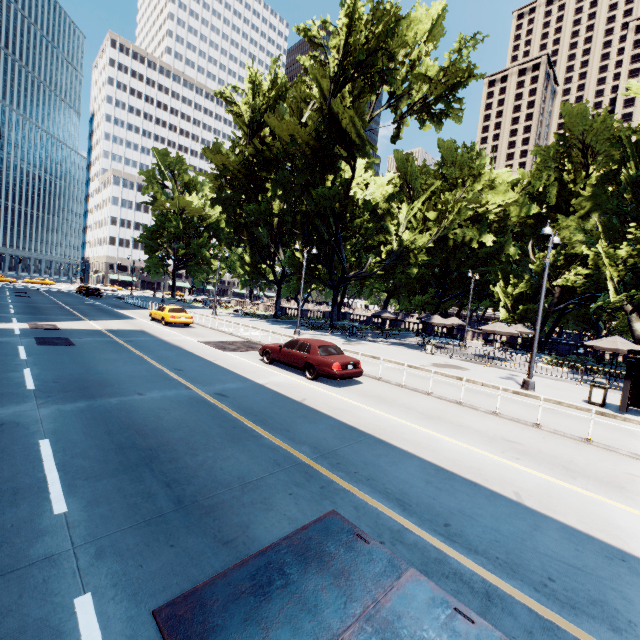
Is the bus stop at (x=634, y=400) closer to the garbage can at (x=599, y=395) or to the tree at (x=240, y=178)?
the garbage can at (x=599, y=395)

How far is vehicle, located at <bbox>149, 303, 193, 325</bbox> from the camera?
23.6m

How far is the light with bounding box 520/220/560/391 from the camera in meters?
13.5 m

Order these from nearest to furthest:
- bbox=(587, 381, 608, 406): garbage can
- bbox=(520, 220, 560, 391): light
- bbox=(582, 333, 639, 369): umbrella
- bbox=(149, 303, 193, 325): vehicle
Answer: bbox=(587, 381, 608, 406): garbage can < bbox=(520, 220, 560, 391): light < bbox=(582, 333, 639, 369): umbrella < bbox=(149, 303, 193, 325): vehicle

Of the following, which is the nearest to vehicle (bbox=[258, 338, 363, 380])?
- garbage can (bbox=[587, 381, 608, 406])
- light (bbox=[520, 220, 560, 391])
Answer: light (bbox=[520, 220, 560, 391])

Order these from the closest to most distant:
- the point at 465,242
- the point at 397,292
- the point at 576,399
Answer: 1. the point at 576,399
2. the point at 465,242
3. the point at 397,292

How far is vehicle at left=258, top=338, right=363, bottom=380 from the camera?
12.11m

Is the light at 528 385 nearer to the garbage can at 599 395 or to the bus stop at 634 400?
the garbage can at 599 395
